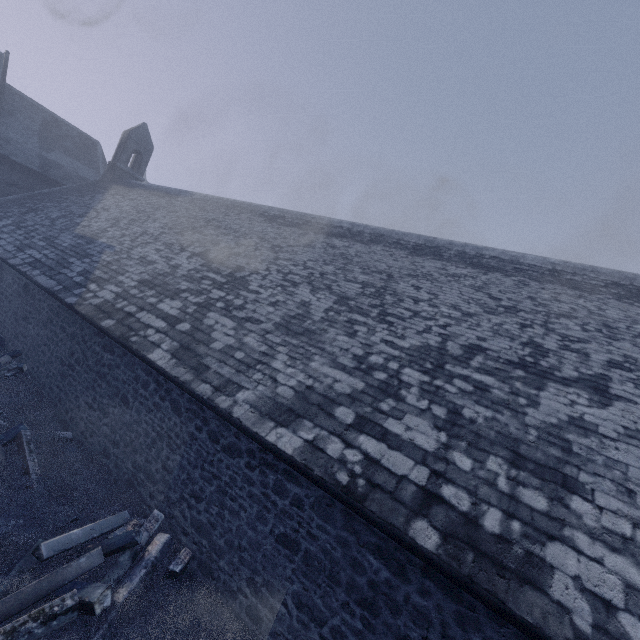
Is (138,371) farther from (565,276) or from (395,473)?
(565,276)

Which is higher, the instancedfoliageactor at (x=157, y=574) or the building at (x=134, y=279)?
the building at (x=134, y=279)

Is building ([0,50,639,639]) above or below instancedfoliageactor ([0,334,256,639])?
above
